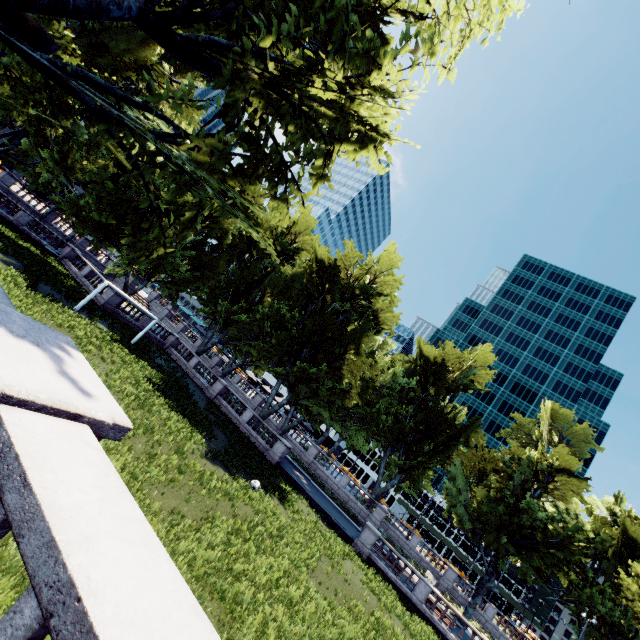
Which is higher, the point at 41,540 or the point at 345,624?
the point at 41,540
